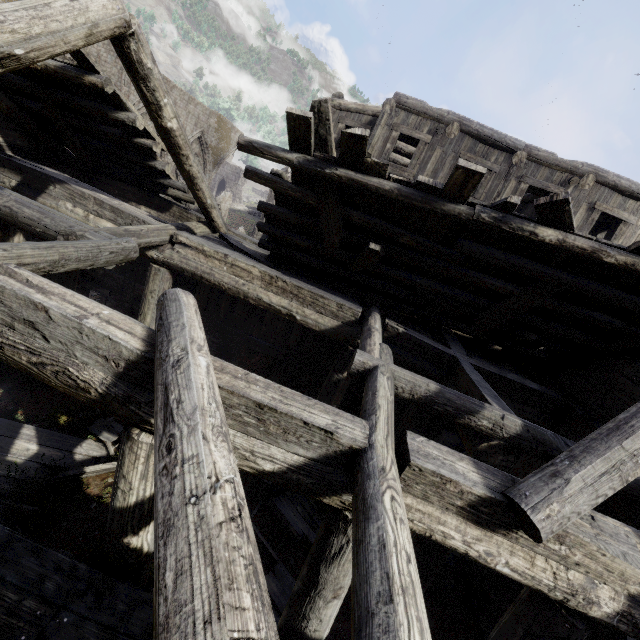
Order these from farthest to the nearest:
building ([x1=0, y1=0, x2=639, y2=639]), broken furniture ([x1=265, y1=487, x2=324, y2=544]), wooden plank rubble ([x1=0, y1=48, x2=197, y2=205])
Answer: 1. broken furniture ([x1=265, y1=487, x2=324, y2=544])
2. wooden plank rubble ([x1=0, y1=48, x2=197, y2=205])
3. building ([x1=0, y1=0, x2=639, y2=639])

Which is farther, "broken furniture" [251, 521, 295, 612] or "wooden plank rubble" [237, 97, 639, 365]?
"broken furniture" [251, 521, 295, 612]

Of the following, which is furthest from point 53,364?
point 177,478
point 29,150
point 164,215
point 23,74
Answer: point 29,150

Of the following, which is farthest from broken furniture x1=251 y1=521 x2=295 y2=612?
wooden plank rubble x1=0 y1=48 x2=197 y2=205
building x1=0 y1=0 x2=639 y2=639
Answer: wooden plank rubble x1=0 y1=48 x2=197 y2=205

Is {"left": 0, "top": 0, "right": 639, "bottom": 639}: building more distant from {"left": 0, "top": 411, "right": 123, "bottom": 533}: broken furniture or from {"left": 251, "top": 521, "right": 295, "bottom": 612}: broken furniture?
{"left": 0, "top": 411, "right": 123, "bottom": 533}: broken furniture

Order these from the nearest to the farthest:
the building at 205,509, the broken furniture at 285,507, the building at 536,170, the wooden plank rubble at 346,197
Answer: the building at 205,509, the wooden plank rubble at 346,197, the broken furniture at 285,507, the building at 536,170

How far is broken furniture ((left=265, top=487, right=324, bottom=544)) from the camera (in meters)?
6.97

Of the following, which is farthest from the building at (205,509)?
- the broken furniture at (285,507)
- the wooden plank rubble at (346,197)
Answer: the broken furniture at (285,507)
